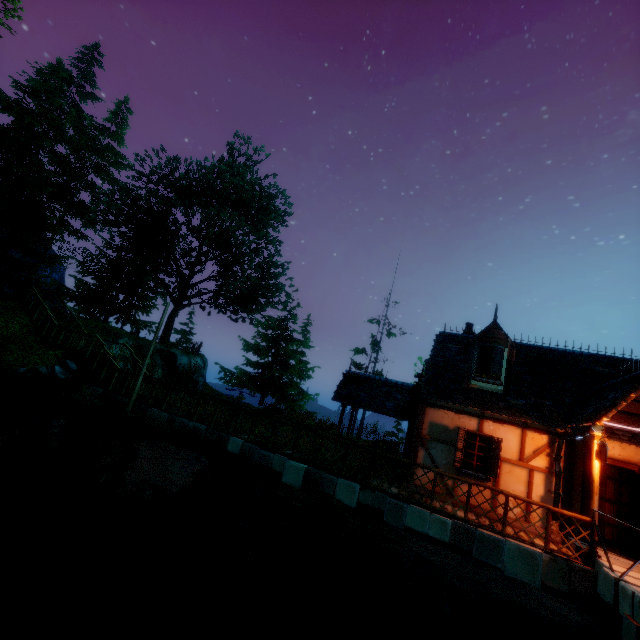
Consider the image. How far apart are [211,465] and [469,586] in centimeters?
774cm

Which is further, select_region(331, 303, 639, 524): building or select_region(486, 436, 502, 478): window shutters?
select_region(486, 436, 502, 478): window shutters

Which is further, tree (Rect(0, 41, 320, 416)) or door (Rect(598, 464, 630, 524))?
tree (Rect(0, 41, 320, 416))

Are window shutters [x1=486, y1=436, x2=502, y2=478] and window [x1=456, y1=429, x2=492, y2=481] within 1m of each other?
yes

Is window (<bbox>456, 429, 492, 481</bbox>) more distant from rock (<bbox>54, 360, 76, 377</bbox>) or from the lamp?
rock (<bbox>54, 360, 76, 377</bbox>)

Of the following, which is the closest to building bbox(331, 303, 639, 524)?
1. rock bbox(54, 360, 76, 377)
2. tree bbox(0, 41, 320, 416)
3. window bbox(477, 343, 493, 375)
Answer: A: window bbox(477, 343, 493, 375)

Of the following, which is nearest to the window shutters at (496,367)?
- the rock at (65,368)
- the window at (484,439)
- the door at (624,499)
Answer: the window at (484,439)

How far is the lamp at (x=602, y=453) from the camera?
7.41m
